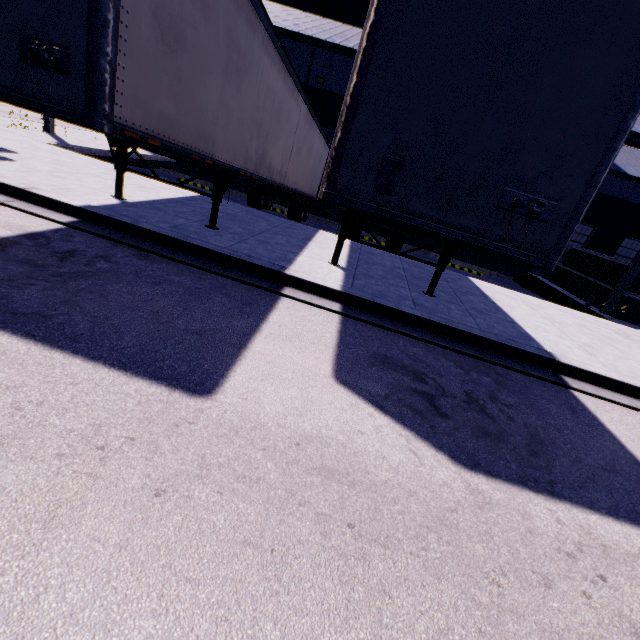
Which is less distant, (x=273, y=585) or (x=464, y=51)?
(x=273, y=585)

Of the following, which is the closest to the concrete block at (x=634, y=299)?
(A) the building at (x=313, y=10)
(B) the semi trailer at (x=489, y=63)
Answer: (A) the building at (x=313, y=10)

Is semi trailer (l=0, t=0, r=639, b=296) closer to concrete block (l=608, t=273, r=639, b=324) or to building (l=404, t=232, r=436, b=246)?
building (l=404, t=232, r=436, b=246)

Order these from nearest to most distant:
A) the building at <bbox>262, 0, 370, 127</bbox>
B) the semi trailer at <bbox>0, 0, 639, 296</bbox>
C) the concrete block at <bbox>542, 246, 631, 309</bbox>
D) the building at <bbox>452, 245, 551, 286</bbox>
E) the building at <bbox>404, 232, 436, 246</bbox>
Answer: the semi trailer at <bbox>0, 0, 639, 296</bbox>
the building at <bbox>262, 0, 370, 127</bbox>
the concrete block at <bbox>542, 246, 631, 309</bbox>
the building at <bbox>452, 245, 551, 286</bbox>
the building at <bbox>404, 232, 436, 246</bbox>

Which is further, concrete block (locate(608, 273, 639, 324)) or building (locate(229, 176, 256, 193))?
building (locate(229, 176, 256, 193))

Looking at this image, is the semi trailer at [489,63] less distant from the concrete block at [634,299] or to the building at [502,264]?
the building at [502,264]

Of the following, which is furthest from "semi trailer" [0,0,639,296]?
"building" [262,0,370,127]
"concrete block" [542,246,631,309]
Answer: "concrete block" [542,246,631,309]
